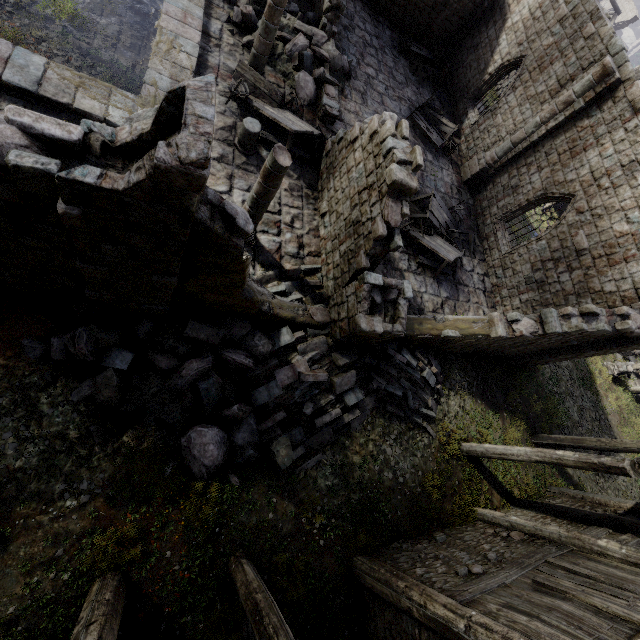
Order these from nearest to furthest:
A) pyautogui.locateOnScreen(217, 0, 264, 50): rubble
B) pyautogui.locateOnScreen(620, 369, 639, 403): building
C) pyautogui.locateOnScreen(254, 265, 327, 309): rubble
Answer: pyautogui.locateOnScreen(254, 265, 327, 309): rubble, pyautogui.locateOnScreen(217, 0, 264, 50): rubble, pyautogui.locateOnScreen(620, 369, 639, 403): building

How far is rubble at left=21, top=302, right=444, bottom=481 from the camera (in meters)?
6.60

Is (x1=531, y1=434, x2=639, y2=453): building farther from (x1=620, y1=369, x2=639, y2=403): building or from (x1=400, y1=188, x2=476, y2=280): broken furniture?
(x1=620, y1=369, x2=639, y2=403): building

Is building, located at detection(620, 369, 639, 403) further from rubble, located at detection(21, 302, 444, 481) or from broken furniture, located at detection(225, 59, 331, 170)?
broken furniture, located at detection(225, 59, 331, 170)

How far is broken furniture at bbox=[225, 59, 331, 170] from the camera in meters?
10.8

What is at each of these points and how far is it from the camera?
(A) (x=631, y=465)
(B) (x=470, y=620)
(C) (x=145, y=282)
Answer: (A) building, 7.5m
(B) building, 5.4m
(C) building, 5.3m

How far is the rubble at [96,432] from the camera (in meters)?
6.26

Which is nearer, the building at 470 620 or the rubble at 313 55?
the building at 470 620
